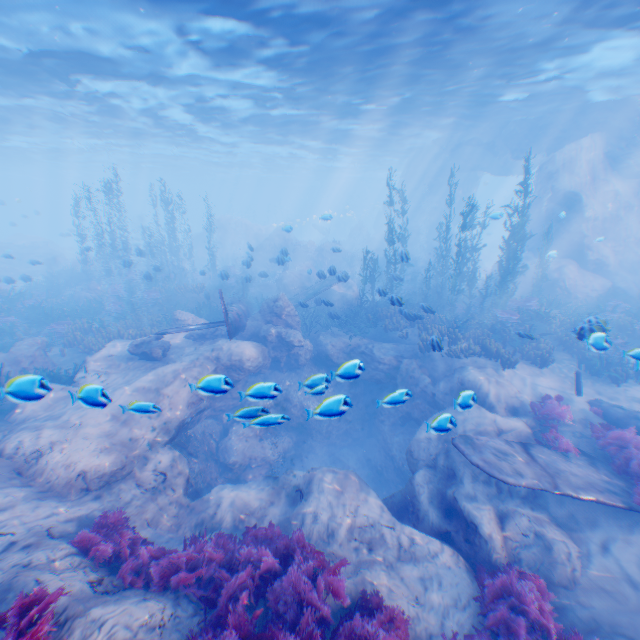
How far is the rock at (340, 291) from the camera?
16.86m

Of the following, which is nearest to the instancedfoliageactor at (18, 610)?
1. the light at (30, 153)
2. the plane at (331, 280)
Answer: the plane at (331, 280)

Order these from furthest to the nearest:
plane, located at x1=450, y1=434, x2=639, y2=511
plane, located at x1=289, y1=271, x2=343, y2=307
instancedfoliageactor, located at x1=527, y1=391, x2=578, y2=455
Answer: plane, located at x1=289, y1=271, x2=343, y2=307 < instancedfoliageactor, located at x1=527, y1=391, x2=578, y2=455 < plane, located at x1=450, y1=434, x2=639, y2=511

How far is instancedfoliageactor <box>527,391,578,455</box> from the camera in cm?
855

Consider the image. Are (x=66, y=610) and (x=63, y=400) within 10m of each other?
yes

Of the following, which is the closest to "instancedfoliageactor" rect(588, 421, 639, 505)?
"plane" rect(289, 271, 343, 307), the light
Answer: "plane" rect(289, 271, 343, 307)

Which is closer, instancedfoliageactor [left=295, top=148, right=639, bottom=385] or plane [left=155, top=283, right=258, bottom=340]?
plane [left=155, top=283, right=258, bottom=340]
